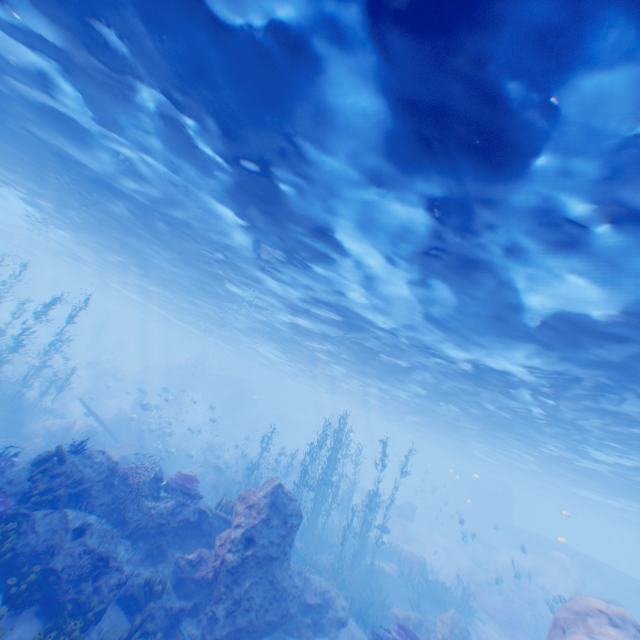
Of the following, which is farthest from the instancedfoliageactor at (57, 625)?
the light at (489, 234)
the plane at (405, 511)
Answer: the plane at (405, 511)

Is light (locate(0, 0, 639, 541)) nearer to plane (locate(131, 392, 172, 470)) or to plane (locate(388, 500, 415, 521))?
plane (locate(388, 500, 415, 521))

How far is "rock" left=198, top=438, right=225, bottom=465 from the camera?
31.5 meters

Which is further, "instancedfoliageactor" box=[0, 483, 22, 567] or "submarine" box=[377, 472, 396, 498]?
"submarine" box=[377, 472, 396, 498]

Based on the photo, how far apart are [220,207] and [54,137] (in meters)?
7.43

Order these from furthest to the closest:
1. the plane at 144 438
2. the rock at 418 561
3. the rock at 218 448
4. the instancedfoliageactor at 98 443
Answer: the rock at 218 448 → the plane at 144 438 → the rock at 418 561 → the instancedfoliageactor at 98 443

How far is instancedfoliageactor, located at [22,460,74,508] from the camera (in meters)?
8.23
